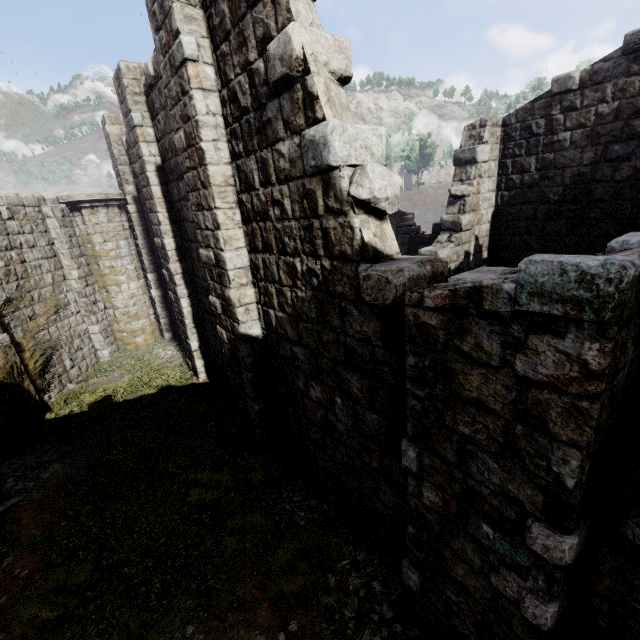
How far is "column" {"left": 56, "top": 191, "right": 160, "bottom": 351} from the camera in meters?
11.7

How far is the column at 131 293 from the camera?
11.7 meters

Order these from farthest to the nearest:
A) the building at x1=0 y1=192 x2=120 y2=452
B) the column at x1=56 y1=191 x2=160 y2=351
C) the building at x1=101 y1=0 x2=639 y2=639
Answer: the column at x1=56 y1=191 x2=160 y2=351, the building at x1=0 y1=192 x2=120 y2=452, the building at x1=101 y1=0 x2=639 y2=639

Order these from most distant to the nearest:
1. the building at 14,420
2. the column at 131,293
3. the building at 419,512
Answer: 1. the column at 131,293
2. the building at 14,420
3. the building at 419,512

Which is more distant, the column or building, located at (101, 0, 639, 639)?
the column

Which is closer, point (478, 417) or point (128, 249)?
point (478, 417)

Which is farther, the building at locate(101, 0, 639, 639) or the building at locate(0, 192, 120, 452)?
the building at locate(0, 192, 120, 452)
